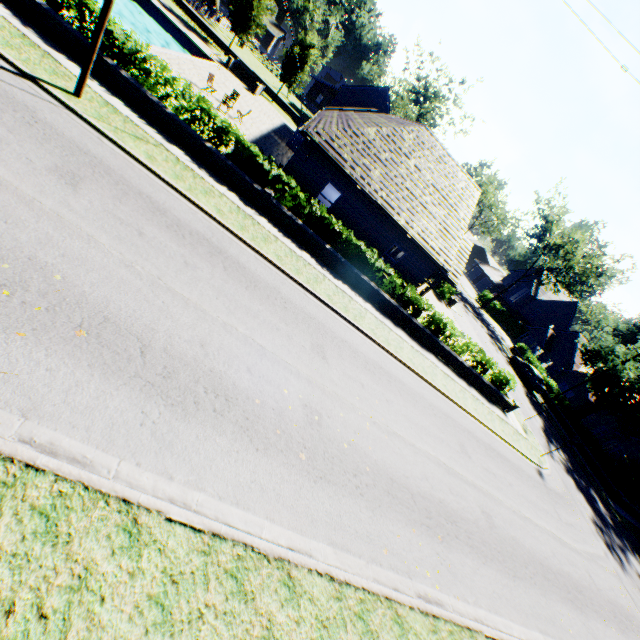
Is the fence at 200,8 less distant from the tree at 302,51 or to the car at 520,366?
the tree at 302,51

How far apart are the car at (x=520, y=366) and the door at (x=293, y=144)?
31.3m

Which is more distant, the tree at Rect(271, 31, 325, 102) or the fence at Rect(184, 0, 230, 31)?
the fence at Rect(184, 0, 230, 31)

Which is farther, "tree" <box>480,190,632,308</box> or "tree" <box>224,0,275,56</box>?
"tree" <box>480,190,632,308</box>

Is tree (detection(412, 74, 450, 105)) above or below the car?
above

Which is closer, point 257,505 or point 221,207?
point 257,505

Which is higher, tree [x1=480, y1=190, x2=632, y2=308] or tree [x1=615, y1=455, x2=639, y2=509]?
tree [x1=480, y1=190, x2=632, y2=308]

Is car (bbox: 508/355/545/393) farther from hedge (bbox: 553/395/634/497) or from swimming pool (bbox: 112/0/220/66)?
swimming pool (bbox: 112/0/220/66)
